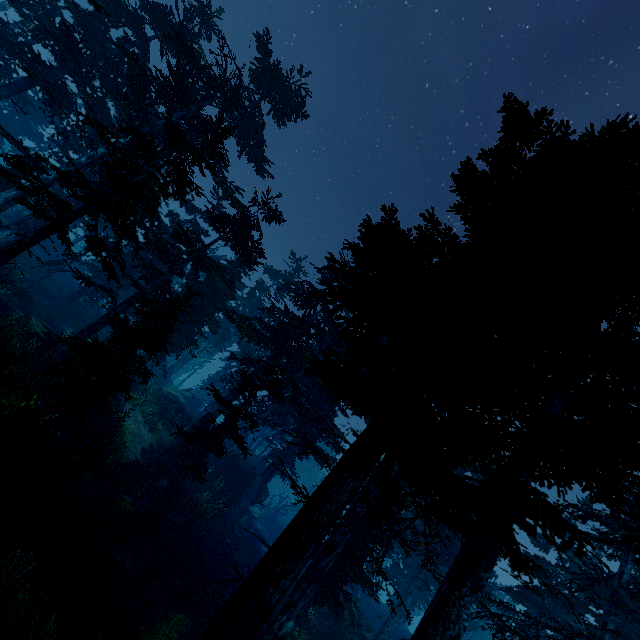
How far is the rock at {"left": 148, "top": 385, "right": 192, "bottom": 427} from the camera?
29.92m

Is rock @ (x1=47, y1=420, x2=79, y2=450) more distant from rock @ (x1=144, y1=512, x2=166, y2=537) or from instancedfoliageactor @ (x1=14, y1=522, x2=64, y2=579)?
rock @ (x1=144, y1=512, x2=166, y2=537)

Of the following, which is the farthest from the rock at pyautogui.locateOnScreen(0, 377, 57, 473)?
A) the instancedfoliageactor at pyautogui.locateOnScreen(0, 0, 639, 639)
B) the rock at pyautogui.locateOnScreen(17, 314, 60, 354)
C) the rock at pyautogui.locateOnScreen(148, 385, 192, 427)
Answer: the rock at pyautogui.locateOnScreen(148, 385, 192, 427)

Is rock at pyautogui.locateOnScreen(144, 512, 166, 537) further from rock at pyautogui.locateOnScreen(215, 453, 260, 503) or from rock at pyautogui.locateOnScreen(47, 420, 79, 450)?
rock at pyautogui.locateOnScreen(215, 453, 260, 503)

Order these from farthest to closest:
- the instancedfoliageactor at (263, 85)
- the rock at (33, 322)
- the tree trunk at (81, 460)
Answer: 1. the rock at (33, 322)
2. the tree trunk at (81, 460)
3. the instancedfoliageactor at (263, 85)

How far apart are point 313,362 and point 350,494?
4.2 meters

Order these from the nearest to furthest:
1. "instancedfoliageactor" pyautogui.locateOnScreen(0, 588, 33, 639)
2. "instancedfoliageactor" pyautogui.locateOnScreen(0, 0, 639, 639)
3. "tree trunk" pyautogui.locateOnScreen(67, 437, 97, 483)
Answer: "instancedfoliageactor" pyautogui.locateOnScreen(0, 588, 33, 639), "instancedfoliageactor" pyautogui.locateOnScreen(0, 0, 639, 639), "tree trunk" pyautogui.locateOnScreen(67, 437, 97, 483)

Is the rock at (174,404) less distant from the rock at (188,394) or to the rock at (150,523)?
the rock at (188,394)
